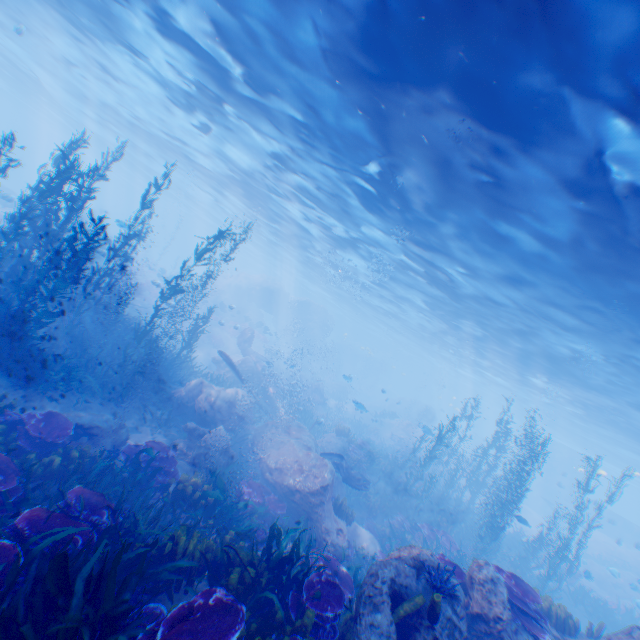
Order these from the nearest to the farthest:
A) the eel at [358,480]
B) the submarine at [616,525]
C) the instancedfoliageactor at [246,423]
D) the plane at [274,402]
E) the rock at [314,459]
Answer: the rock at [314,459], the eel at [358,480], the instancedfoliageactor at [246,423], the plane at [274,402], the submarine at [616,525]

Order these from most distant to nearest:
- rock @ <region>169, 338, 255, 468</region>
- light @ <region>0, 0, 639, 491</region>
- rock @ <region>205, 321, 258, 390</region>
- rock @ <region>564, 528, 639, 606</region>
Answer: rock @ <region>205, 321, 258, 390</region>
rock @ <region>564, 528, 639, 606</region>
rock @ <region>169, 338, 255, 468</region>
light @ <region>0, 0, 639, 491</region>

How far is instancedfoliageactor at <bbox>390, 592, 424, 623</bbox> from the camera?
5.0 meters

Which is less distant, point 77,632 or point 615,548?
point 77,632

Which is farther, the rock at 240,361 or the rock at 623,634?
the rock at 240,361

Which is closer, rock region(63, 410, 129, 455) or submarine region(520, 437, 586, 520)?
rock region(63, 410, 129, 455)

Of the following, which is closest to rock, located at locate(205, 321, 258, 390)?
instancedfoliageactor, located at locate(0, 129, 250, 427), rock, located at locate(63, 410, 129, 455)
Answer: instancedfoliageactor, located at locate(0, 129, 250, 427)

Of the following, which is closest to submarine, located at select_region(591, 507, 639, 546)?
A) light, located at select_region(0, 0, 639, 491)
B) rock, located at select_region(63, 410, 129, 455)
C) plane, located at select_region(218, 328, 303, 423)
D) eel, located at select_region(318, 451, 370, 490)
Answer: light, located at select_region(0, 0, 639, 491)
